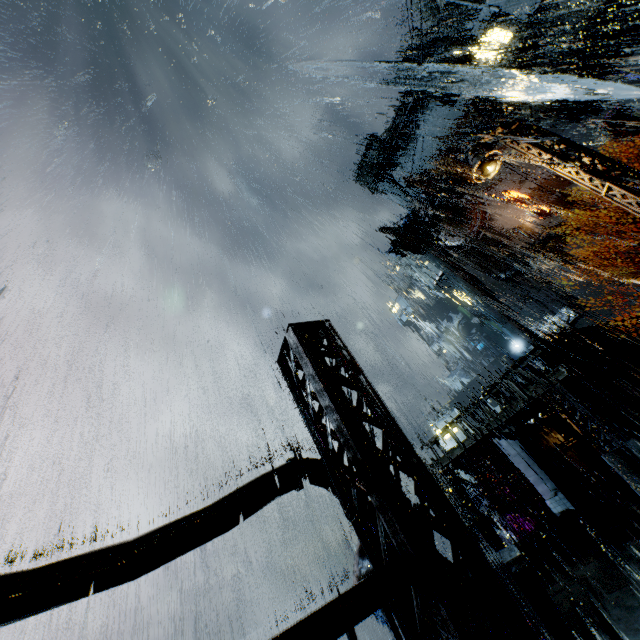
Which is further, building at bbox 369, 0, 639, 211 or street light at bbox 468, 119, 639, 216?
building at bbox 369, 0, 639, 211

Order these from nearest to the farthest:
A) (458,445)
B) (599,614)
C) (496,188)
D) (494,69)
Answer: (599,614) < (458,445) < (494,69) < (496,188)

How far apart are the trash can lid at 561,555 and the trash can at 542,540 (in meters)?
0.02

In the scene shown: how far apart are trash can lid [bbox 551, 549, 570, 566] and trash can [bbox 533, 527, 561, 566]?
0.02m

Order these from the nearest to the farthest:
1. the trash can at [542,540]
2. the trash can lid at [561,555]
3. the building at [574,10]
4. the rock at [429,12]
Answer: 1. the trash can lid at [561,555]
2. the trash can at [542,540]
3. the building at [574,10]
4. the rock at [429,12]

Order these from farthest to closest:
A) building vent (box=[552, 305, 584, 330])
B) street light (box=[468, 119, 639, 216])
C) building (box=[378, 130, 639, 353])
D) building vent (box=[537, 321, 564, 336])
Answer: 1. building vent (box=[537, 321, 564, 336])
2. building vent (box=[552, 305, 584, 330])
3. building (box=[378, 130, 639, 353])
4. street light (box=[468, 119, 639, 216])

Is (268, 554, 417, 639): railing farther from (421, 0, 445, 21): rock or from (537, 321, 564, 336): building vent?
(421, 0, 445, 21): rock

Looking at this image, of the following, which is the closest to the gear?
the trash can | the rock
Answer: the trash can
